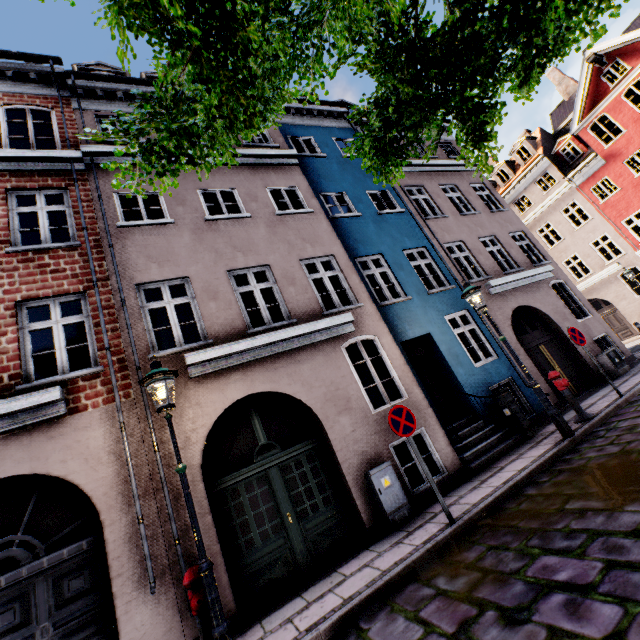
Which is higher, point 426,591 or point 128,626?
point 128,626

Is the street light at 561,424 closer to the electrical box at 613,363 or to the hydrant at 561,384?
the hydrant at 561,384

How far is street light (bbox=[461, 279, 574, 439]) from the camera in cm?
662

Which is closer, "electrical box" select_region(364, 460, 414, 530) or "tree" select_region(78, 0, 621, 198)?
"tree" select_region(78, 0, 621, 198)

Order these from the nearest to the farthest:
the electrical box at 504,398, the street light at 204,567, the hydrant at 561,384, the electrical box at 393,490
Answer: the street light at 204,567
the electrical box at 393,490
the hydrant at 561,384
the electrical box at 504,398

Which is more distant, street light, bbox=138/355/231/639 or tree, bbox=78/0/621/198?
street light, bbox=138/355/231/639

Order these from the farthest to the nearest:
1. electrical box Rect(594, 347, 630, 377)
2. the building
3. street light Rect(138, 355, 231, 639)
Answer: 1. electrical box Rect(594, 347, 630, 377)
2. the building
3. street light Rect(138, 355, 231, 639)

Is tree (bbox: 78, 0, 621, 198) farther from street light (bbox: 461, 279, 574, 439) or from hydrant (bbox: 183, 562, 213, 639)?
hydrant (bbox: 183, 562, 213, 639)
